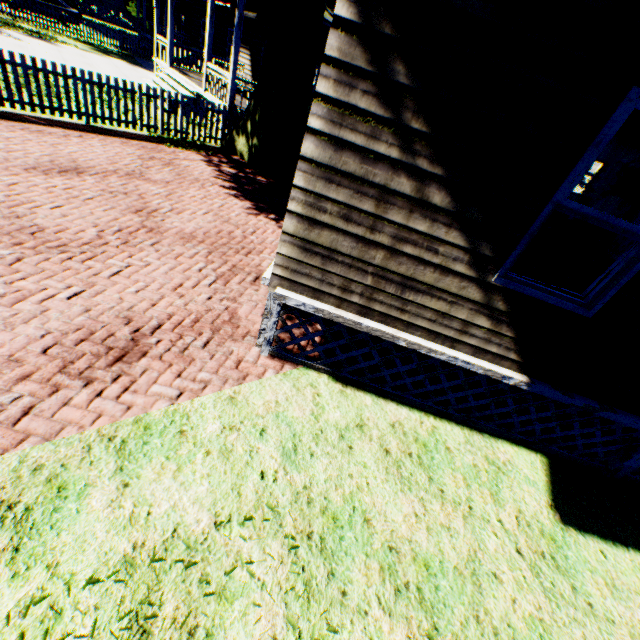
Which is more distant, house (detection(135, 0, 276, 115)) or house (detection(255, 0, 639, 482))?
house (detection(135, 0, 276, 115))

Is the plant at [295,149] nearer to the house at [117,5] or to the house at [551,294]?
the house at [551,294]

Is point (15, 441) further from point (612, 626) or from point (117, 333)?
point (612, 626)

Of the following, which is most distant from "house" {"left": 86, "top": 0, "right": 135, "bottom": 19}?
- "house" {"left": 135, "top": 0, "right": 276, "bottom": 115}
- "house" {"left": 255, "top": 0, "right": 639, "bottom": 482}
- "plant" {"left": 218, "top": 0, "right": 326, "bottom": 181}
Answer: "house" {"left": 255, "top": 0, "right": 639, "bottom": 482}

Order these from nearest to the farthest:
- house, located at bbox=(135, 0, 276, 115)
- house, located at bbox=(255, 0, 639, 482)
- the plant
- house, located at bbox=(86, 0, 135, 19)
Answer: house, located at bbox=(255, 0, 639, 482) → the plant → house, located at bbox=(135, 0, 276, 115) → house, located at bbox=(86, 0, 135, 19)

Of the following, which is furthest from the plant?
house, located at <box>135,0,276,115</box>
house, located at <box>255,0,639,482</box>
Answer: house, located at <box>255,0,639,482</box>

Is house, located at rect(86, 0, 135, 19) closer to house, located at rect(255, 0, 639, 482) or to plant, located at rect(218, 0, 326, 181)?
plant, located at rect(218, 0, 326, 181)
